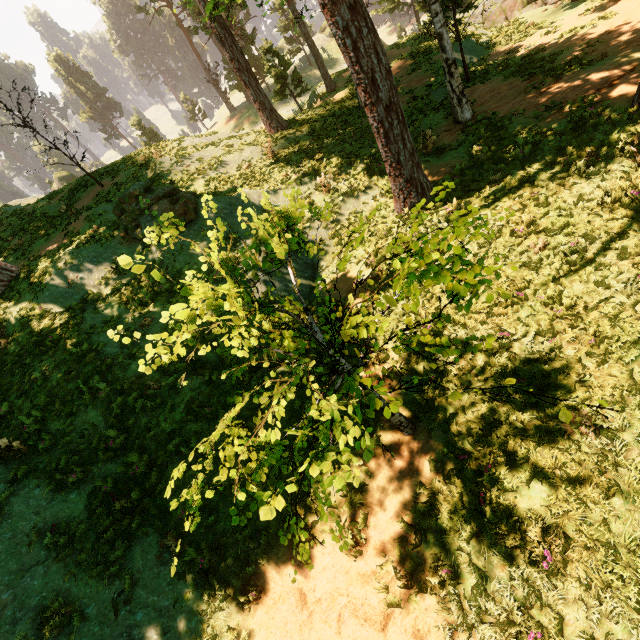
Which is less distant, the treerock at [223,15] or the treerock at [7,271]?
the treerock at [7,271]

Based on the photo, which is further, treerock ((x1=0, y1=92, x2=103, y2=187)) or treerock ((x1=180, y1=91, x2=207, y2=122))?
treerock ((x1=180, y1=91, x2=207, y2=122))

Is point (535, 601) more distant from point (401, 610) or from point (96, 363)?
point (96, 363)

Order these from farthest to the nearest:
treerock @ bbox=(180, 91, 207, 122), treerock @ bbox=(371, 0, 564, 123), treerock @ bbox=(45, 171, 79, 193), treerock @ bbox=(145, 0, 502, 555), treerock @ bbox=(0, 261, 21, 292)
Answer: treerock @ bbox=(180, 91, 207, 122) → treerock @ bbox=(45, 171, 79, 193) → treerock @ bbox=(0, 261, 21, 292) → treerock @ bbox=(371, 0, 564, 123) → treerock @ bbox=(145, 0, 502, 555)

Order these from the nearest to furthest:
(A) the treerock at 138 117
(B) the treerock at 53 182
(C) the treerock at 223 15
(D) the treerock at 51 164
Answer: (D) the treerock at 51 164
(C) the treerock at 223 15
(B) the treerock at 53 182
(A) the treerock at 138 117
